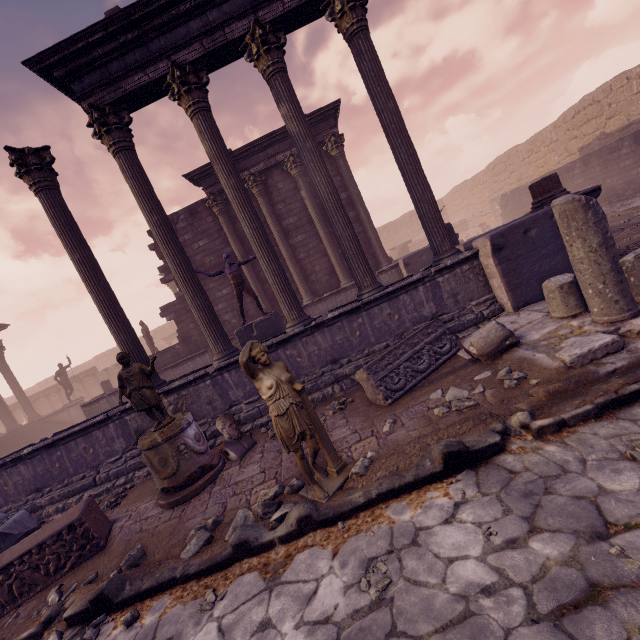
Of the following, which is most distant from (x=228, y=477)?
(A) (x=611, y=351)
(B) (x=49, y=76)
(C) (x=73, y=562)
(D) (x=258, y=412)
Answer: (B) (x=49, y=76)

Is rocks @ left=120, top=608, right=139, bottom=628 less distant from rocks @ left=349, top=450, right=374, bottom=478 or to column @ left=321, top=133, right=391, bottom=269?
rocks @ left=349, top=450, right=374, bottom=478

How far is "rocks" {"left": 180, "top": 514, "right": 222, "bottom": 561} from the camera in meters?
3.7

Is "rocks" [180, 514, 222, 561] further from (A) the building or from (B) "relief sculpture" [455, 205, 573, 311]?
(A) the building

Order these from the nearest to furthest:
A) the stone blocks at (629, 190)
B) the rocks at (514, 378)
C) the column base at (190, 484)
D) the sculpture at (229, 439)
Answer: the rocks at (514, 378) → the column base at (190, 484) → the sculpture at (229, 439) → the stone blocks at (629, 190)

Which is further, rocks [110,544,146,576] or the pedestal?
the pedestal

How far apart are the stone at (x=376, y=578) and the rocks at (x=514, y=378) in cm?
255

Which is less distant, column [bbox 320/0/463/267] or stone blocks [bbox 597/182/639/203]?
column [bbox 320/0/463/267]
